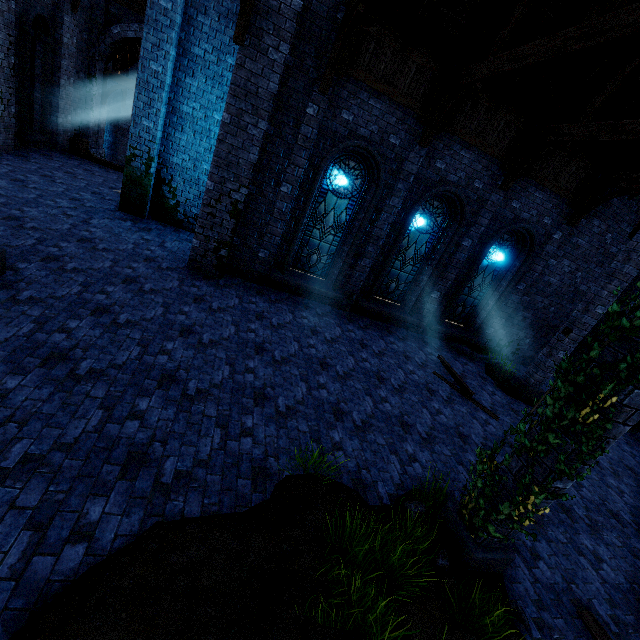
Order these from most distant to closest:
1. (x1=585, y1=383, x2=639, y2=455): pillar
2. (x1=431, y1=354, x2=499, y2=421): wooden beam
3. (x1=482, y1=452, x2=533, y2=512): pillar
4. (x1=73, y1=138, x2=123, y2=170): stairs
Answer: (x1=73, y1=138, x2=123, y2=170): stairs
(x1=431, y1=354, x2=499, y2=421): wooden beam
(x1=482, y1=452, x2=533, y2=512): pillar
(x1=585, y1=383, x2=639, y2=455): pillar

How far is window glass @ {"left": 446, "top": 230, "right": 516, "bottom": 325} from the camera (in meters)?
11.13

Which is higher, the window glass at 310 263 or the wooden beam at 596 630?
the window glass at 310 263

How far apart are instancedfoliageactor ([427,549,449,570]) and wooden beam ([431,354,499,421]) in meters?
5.0 m

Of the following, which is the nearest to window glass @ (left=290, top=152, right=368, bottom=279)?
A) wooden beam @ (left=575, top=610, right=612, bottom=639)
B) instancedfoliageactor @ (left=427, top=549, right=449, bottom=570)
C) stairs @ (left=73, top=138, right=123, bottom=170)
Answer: instancedfoliageactor @ (left=427, top=549, right=449, bottom=570)

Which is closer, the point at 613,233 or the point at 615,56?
the point at 615,56

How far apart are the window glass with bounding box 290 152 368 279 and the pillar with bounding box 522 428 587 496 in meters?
7.4

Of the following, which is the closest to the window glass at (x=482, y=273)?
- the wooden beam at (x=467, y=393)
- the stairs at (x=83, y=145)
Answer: the wooden beam at (x=467, y=393)
